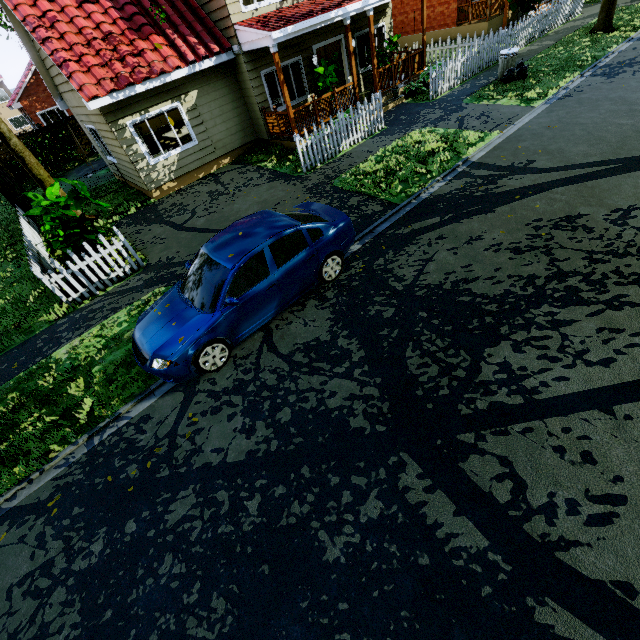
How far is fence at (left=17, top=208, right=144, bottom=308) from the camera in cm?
751

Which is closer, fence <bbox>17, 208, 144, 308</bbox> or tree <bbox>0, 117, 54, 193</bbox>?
fence <bbox>17, 208, 144, 308</bbox>

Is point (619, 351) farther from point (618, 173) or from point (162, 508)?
point (162, 508)

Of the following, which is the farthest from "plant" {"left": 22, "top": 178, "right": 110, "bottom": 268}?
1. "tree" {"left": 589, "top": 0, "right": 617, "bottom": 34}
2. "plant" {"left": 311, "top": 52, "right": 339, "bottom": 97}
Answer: "plant" {"left": 311, "top": 52, "right": 339, "bottom": 97}

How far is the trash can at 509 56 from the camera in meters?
12.0 m

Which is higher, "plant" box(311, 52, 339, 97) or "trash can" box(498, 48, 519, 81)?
"plant" box(311, 52, 339, 97)

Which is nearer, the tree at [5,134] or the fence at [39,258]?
the fence at [39,258]

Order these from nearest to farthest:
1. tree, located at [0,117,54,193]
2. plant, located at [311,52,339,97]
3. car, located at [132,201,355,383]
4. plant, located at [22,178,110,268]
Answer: car, located at [132,201,355,383]
plant, located at [22,178,110,268]
tree, located at [0,117,54,193]
plant, located at [311,52,339,97]
